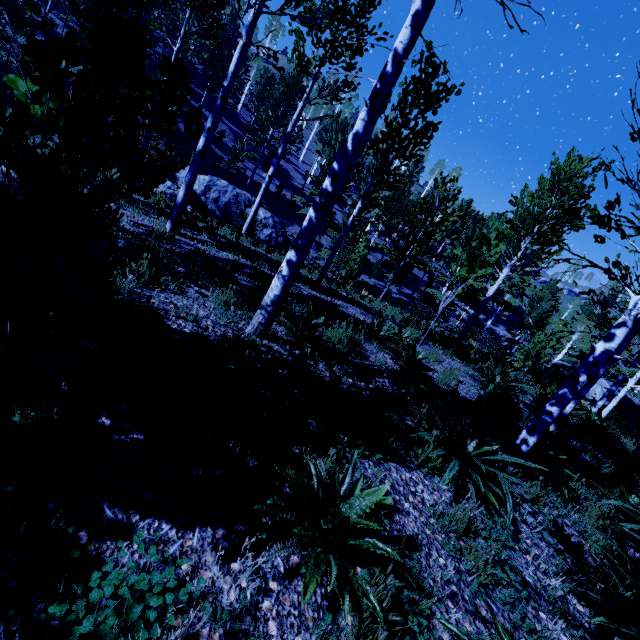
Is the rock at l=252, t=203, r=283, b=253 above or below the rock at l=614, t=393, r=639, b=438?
below

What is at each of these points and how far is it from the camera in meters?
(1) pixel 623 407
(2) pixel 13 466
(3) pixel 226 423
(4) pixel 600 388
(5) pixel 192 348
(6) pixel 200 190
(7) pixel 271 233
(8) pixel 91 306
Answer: (1) rock, 18.6 m
(2) instancedfoliageactor, 1.5 m
(3) instancedfoliageactor, 2.3 m
(4) rock, 19.2 m
(5) instancedfoliageactor, 3.2 m
(6) rock, 17.0 m
(7) rock, 18.6 m
(8) rock, 3.0 m

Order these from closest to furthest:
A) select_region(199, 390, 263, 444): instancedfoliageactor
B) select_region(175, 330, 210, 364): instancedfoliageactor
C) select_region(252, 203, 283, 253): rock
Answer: select_region(199, 390, 263, 444): instancedfoliageactor
select_region(175, 330, 210, 364): instancedfoliageactor
select_region(252, 203, 283, 253): rock

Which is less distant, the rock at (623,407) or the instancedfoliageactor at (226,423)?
the instancedfoliageactor at (226,423)

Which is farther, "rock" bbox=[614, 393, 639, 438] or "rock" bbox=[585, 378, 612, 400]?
"rock" bbox=[585, 378, 612, 400]

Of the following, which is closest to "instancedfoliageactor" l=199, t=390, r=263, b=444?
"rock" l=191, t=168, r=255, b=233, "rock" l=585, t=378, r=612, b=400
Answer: "rock" l=585, t=378, r=612, b=400

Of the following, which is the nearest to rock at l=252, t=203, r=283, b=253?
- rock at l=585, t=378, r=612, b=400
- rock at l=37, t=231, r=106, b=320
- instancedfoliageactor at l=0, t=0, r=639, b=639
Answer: instancedfoliageactor at l=0, t=0, r=639, b=639

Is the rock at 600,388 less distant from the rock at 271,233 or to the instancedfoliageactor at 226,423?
the instancedfoliageactor at 226,423
